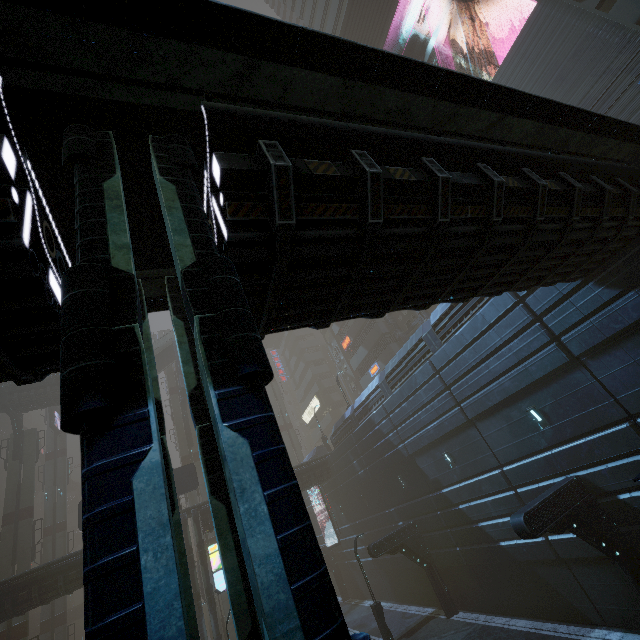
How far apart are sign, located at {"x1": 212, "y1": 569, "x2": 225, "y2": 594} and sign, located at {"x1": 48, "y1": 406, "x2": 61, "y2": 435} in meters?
30.2 m

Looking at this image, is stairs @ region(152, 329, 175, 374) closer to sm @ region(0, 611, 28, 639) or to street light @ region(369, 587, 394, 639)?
sm @ region(0, 611, 28, 639)

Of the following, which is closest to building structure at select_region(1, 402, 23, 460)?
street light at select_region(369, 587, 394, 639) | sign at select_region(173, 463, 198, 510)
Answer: sign at select_region(173, 463, 198, 510)

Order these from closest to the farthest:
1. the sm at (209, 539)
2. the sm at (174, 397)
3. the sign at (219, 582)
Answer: the sign at (219, 582), the sm at (209, 539), the sm at (174, 397)

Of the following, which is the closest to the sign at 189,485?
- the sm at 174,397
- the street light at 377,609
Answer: the sm at 174,397

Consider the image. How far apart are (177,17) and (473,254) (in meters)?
5.60

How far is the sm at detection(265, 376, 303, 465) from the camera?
51.3 meters
